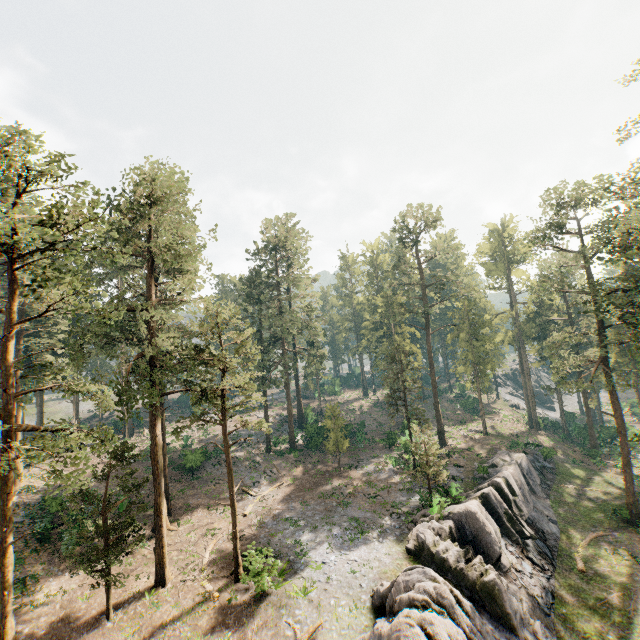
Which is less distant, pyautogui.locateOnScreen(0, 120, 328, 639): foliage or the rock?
pyautogui.locateOnScreen(0, 120, 328, 639): foliage

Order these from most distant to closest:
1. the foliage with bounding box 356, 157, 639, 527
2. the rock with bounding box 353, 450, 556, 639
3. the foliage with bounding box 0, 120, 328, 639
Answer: the foliage with bounding box 356, 157, 639, 527 < the rock with bounding box 353, 450, 556, 639 < the foliage with bounding box 0, 120, 328, 639

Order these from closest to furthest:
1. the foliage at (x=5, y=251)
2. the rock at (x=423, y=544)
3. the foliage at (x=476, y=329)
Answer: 1. the foliage at (x=5, y=251)
2. the rock at (x=423, y=544)
3. the foliage at (x=476, y=329)

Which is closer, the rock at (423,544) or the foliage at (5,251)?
the foliage at (5,251)

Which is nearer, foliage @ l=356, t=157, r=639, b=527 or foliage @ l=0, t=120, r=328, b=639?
foliage @ l=0, t=120, r=328, b=639

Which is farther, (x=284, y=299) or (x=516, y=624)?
(x=284, y=299)

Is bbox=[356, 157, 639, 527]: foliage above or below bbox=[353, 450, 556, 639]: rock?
above
